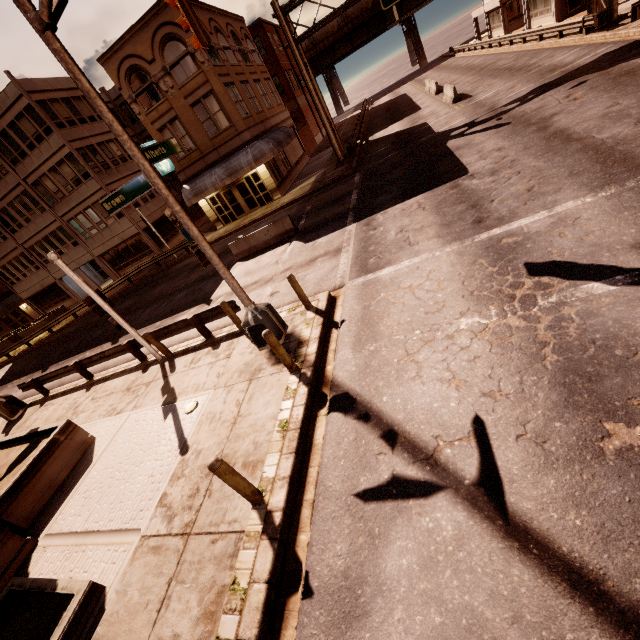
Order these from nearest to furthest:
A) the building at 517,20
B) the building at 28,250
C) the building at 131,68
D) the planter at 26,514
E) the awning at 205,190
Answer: the planter at 26,514 → the building at 131,68 → the awning at 205,190 → the building at 28,250 → the building at 517,20

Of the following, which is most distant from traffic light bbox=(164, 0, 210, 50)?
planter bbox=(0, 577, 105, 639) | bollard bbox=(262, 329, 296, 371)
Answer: planter bbox=(0, 577, 105, 639)

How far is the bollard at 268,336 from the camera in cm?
711

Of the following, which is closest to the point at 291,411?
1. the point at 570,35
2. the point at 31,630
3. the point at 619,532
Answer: the point at 619,532

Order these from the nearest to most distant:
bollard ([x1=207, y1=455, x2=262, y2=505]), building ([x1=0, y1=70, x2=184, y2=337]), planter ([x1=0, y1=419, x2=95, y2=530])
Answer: bollard ([x1=207, y1=455, x2=262, y2=505]) < planter ([x1=0, y1=419, x2=95, y2=530]) < building ([x1=0, y1=70, x2=184, y2=337])

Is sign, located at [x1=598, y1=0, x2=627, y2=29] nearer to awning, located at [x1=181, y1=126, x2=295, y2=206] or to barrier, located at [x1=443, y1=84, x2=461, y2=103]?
awning, located at [x1=181, y1=126, x2=295, y2=206]

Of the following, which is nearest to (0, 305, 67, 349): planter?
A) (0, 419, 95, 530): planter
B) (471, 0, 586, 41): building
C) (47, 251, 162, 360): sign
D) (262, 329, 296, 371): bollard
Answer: (0, 419, 95, 530): planter

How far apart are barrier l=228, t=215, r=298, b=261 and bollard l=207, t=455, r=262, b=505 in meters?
13.3 m
